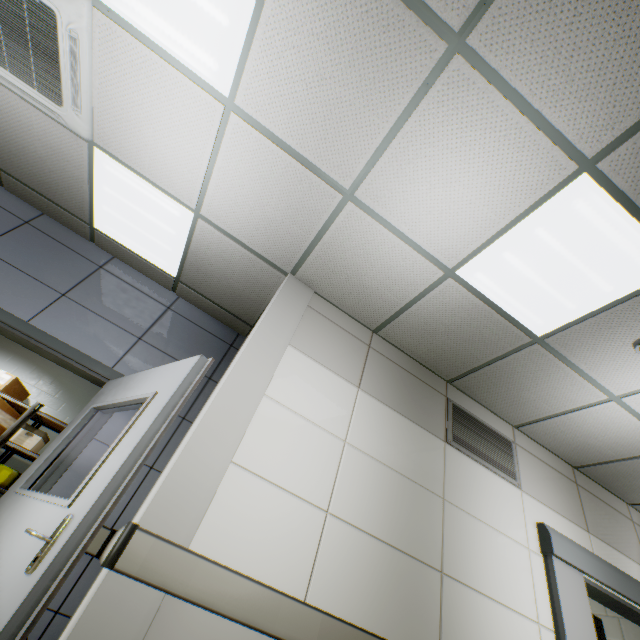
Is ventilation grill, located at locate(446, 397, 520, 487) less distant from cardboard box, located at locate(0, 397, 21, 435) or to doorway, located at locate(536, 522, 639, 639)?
doorway, located at locate(536, 522, 639, 639)

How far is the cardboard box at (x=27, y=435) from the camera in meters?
4.8 m

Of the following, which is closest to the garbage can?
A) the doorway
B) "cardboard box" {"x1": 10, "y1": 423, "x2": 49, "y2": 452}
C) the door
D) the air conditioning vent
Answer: "cardboard box" {"x1": 10, "y1": 423, "x2": 49, "y2": 452}

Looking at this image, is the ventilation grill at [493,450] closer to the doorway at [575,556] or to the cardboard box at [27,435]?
the doorway at [575,556]

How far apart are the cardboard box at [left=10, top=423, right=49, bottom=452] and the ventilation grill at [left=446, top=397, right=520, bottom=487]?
5.83m

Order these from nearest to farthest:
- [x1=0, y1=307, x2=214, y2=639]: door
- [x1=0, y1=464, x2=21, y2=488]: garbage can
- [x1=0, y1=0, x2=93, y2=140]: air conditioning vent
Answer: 1. [x1=0, y1=307, x2=214, y2=639]: door
2. [x1=0, y1=0, x2=93, y2=140]: air conditioning vent
3. [x1=0, y1=464, x2=21, y2=488]: garbage can

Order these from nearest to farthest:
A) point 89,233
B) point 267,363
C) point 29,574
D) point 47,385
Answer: point 29,574 → point 267,363 → point 89,233 → point 47,385

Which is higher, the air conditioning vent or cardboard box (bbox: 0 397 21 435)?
the air conditioning vent
